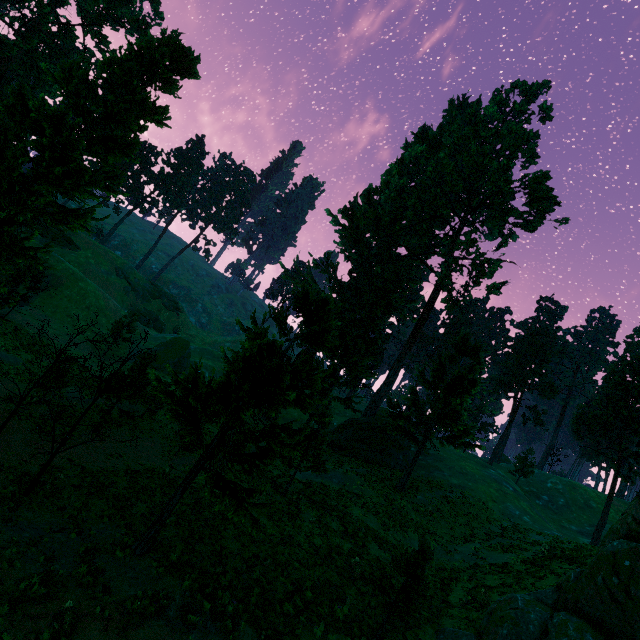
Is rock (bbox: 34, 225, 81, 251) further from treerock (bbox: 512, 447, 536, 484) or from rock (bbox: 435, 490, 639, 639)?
rock (bbox: 435, 490, 639, 639)

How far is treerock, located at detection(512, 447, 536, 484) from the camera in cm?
4481

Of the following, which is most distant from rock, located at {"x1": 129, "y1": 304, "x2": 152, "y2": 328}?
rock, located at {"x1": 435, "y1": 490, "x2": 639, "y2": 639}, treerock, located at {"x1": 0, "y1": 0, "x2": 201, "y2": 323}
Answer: rock, located at {"x1": 435, "y1": 490, "x2": 639, "y2": 639}

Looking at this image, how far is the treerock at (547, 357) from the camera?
48.2m

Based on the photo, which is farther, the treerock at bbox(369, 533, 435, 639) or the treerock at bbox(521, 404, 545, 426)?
the treerock at bbox(521, 404, 545, 426)

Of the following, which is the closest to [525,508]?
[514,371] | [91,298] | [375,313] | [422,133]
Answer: [514,371]

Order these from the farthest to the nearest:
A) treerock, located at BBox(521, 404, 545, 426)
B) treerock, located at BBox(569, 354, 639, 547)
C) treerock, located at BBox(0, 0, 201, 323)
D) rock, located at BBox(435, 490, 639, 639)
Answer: treerock, located at BBox(521, 404, 545, 426) → treerock, located at BBox(569, 354, 639, 547) → treerock, located at BBox(0, 0, 201, 323) → rock, located at BBox(435, 490, 639, 639)

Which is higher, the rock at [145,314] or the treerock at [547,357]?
the treerock at [547,357]
